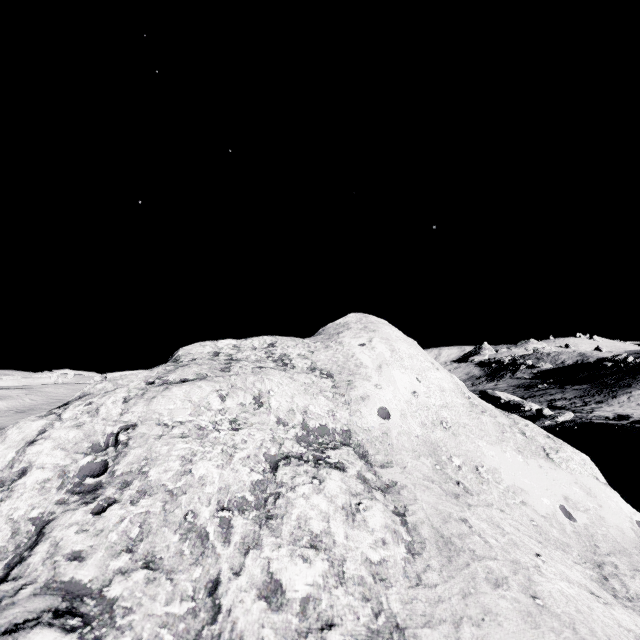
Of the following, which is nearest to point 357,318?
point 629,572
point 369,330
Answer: point 369,330
